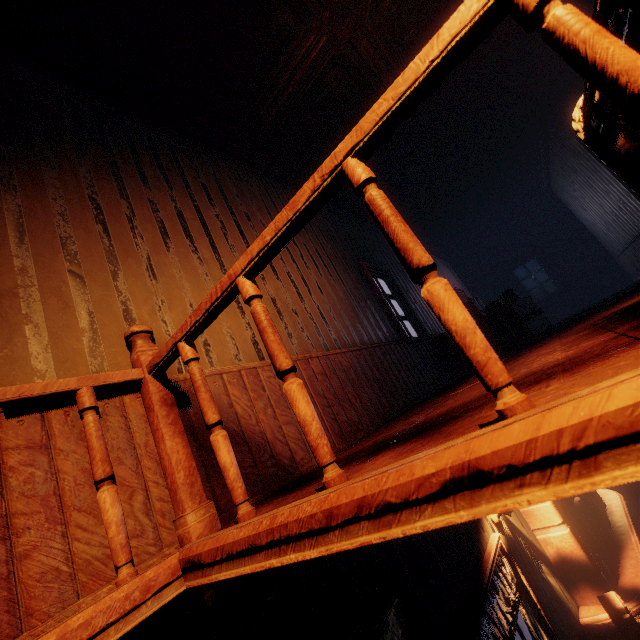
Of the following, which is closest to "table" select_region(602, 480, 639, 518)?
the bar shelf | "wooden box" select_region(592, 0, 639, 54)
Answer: the bar shelf

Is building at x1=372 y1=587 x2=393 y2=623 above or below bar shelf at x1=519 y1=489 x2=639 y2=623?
above

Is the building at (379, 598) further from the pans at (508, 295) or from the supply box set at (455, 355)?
the pans at (508, 295)

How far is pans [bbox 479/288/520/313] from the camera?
4.9m

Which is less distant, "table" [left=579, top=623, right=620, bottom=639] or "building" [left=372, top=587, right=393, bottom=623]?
"building" [left=372, top=587, right=393, bottom=623]

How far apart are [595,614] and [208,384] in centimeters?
532cm

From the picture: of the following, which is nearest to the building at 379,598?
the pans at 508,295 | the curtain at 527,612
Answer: the curtain at 527,612

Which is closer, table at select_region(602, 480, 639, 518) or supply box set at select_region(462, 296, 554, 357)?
supply box set at select_region(462, 296, 554, 357)
